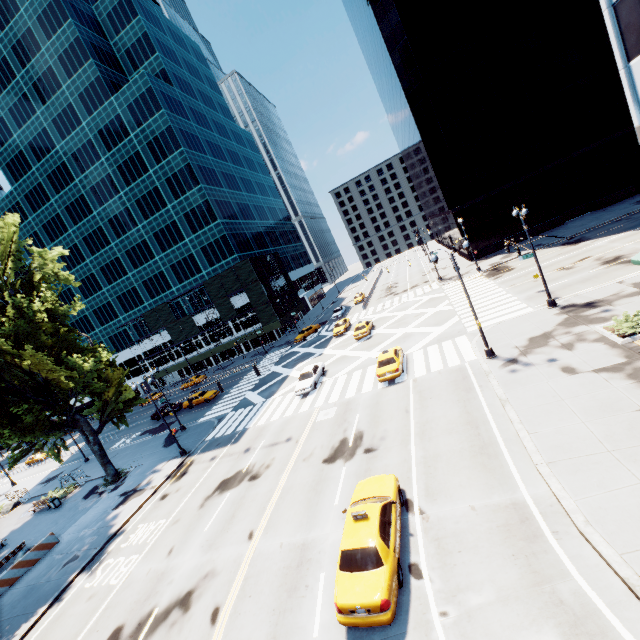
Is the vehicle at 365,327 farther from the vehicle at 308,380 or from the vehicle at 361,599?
the vehicle at 361,599

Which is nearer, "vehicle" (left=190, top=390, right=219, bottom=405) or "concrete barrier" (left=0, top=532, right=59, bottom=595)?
"concrete barrier" (left=0, top=532, right=59, bottom=595)

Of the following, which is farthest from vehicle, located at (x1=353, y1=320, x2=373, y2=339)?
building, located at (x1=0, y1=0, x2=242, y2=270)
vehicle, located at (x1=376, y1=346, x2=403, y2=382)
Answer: building, located at (x1=0, y1=0, x2=242, y2=270)

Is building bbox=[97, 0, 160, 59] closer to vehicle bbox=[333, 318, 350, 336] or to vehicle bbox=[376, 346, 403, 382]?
vehicle bbox=[333, 318, 350, 336]

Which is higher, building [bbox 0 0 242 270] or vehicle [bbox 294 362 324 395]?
building [bbox 0 0 242 270]

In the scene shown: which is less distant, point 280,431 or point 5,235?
point 280,431

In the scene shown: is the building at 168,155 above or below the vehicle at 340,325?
above

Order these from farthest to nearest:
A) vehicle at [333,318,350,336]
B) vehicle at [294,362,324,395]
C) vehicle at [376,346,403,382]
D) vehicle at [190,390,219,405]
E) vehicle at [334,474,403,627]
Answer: vehicle at [333,318,350,336], vehicle at [190,390,219,405], vehicle at [294,362,324,395], vehicle at [376,346,403,382], vehicle at [334,474,403,627]
